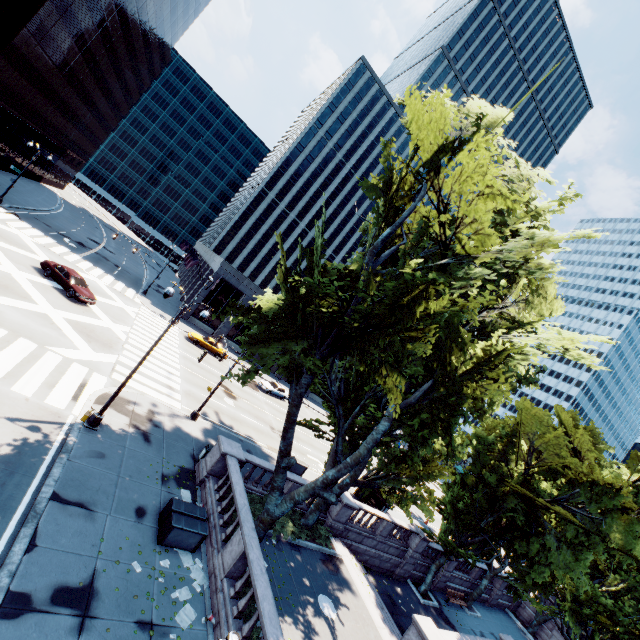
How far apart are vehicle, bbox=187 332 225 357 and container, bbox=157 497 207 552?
26.1m

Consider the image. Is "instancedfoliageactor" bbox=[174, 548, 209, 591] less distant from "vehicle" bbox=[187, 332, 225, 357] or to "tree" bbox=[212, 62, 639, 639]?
"tree" bbox=[212, 62, 639, 639]

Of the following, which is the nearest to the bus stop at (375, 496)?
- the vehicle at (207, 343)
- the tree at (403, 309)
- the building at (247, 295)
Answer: the tree at (403, 309)

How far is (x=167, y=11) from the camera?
58.84m

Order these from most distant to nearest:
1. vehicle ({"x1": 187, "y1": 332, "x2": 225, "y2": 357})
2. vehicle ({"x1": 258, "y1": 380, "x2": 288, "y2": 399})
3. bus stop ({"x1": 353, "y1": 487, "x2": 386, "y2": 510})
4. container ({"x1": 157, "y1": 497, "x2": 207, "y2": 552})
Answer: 1. vehicle ({"x1": 258, "y1": 380, "x2": 288, "y2": 399})
2. vehicle ({"x1": 187, "y1": 332, "x2": 225, "y2": 357})
3. bus stop ({"x1": 353, "y1": 487, "x2": 386, "y2": 510})
4. container ({"x1": 157, "y1": 497, "x2": 207, "y2": 552})

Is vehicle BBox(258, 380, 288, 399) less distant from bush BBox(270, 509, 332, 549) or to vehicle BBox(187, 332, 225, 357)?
vehicle BBox(187, 332, 225, 357)

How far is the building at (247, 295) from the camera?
44.2 meters

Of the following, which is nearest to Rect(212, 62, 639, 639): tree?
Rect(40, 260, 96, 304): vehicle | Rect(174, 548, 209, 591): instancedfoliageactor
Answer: Rect(174, 548, 209, 591): instancedfoliageactor
